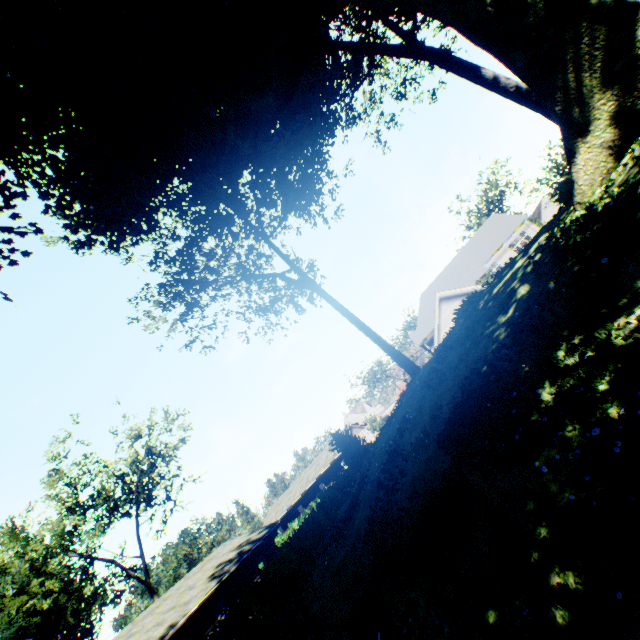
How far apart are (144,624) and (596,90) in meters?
32.0

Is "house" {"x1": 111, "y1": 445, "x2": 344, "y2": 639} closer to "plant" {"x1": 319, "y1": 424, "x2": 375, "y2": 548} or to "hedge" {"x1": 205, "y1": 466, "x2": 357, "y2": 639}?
"hedge" {"x1": 205, "y1": 466, "x2": 357, "y2": 639}

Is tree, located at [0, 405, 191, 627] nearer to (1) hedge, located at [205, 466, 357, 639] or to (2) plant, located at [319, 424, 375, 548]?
(1) hedge, located at [205, 466, 357, 639]

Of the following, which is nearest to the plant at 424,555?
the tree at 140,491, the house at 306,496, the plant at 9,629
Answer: the plant at 9,629

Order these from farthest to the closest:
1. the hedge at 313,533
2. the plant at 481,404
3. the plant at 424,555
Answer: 1. the hedge at 313,533
2. the plant at 481,404
3. the plant at 424,555

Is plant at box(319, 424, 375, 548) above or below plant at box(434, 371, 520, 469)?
above

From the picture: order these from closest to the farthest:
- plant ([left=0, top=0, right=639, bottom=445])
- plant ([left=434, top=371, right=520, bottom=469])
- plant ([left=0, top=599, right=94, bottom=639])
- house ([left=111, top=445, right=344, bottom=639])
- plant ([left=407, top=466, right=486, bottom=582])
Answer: plant ([left=407, top=466, right=486, bottom=582]) < plant ([left=434, top=371, right=520, bottom=469]) < plant ([left=0, top=0, right=639, bottom=445]) < house ([left=111, top=445, right=344, bottom=639]) < plant ([left=0, top=599, right=94, bottom=639])

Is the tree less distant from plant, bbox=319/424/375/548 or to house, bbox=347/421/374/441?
house, bbox=347/421/374/441
